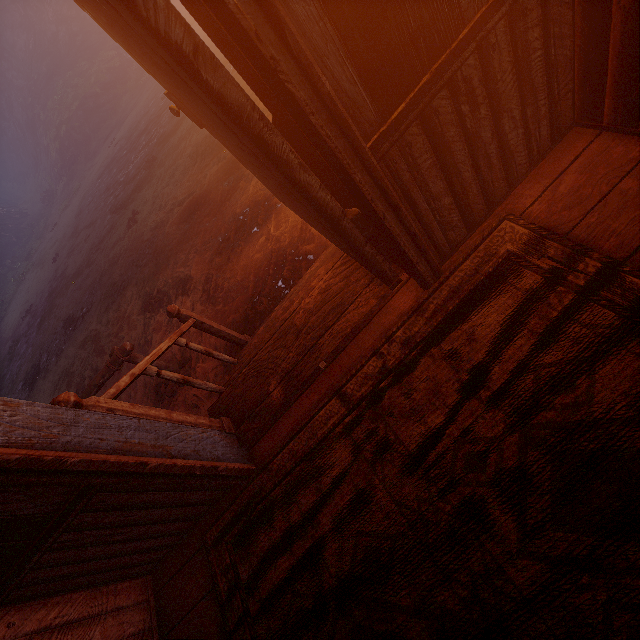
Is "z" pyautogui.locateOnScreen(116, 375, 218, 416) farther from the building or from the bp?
the bp

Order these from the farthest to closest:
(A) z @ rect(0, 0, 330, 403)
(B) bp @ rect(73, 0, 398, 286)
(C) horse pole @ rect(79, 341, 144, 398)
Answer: (A) z @ rect(0, 0, 330, 403) → (C) horse pole @ rect(79, 341, 144, 398) → (B) bp @ rect(73, 0, 398, 286)

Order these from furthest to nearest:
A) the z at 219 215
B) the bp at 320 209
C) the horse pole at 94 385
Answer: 1. the z at 219 215
2. the horse pole at 94 385
3. the bp at 320 209

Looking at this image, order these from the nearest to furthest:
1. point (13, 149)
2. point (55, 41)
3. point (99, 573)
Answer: point (99, 573)
point (55, 41)
point (13, 149)

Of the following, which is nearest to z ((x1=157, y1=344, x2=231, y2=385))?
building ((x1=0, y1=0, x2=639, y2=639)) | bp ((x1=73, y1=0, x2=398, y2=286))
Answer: building ((x1=0, y1=0, x2=639, y2=639))

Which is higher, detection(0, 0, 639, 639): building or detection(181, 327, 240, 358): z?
detection(0, 0, 639, 639): building

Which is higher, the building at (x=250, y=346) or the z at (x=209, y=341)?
the building at (x=250, y=346)
